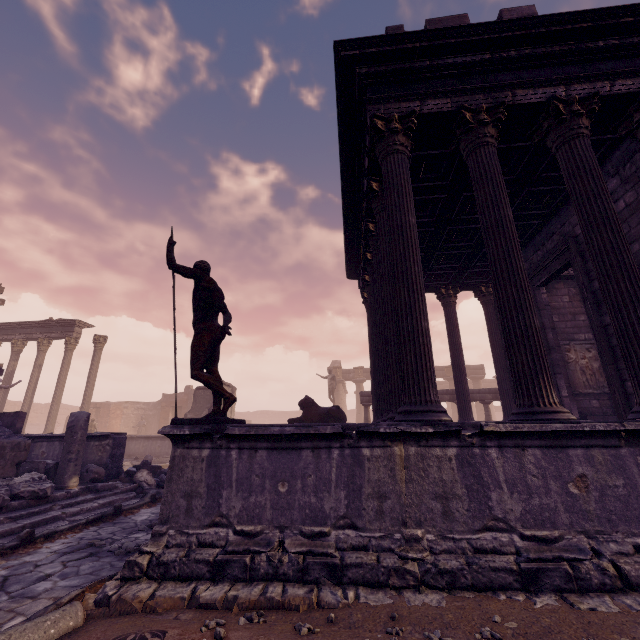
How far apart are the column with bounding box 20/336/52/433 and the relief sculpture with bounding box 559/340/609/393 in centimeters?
2533cm

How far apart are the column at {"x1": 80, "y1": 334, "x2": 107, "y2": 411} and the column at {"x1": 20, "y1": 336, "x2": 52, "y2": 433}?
2.6 meters

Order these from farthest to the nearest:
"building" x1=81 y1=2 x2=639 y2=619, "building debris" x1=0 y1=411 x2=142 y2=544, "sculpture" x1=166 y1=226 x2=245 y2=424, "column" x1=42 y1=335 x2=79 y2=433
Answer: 1. "column" x1=42 y1=335 x2=79 y2=433
2. "building debris" x1=0 y1=411 x2=142 y2=544
3. "sculpture" x1=166 y1=226 x2=245 y2=424
4. "building" x1=81 y1=2 x2=639 y2=619

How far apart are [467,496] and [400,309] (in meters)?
2.34

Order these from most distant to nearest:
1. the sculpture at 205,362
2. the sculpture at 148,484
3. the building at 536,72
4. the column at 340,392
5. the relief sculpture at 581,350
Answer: the column at 340,392
the relief sculpture at 581,350
the sculpture at 148,484
the sculpture at 205,362
the building at 536,72

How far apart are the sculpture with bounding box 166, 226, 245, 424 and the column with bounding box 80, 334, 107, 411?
16.8 meters

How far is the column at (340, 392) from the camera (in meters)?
31.57

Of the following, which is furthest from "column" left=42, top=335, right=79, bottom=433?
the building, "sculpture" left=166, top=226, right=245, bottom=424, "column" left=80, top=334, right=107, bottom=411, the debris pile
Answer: "sculpture" left=166, top=226, right=245, bottom=424
